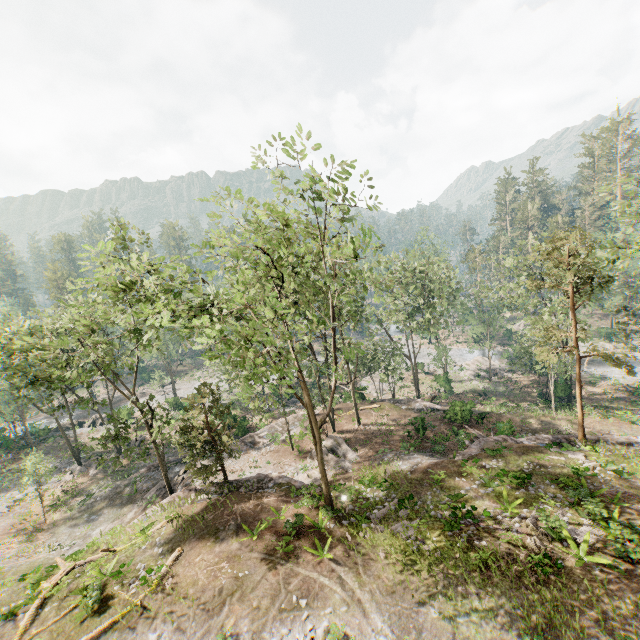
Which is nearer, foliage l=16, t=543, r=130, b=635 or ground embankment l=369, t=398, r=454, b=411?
foliage l=16, t=543, r=130, b=635

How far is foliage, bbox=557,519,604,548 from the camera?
13.7m

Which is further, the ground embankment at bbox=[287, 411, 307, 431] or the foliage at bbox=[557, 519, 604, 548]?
the ground embankment at bbox=[287, 411, 307, 431]

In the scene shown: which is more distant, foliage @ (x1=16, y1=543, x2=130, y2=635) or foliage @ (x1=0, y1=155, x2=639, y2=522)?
foliage @ (x1=16, y1=543, x2=130, y2=635)

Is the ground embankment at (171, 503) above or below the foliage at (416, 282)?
below

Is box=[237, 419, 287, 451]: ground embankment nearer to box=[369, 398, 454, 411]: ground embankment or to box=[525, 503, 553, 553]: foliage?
box=[525, 503, 553, 553]: foliage

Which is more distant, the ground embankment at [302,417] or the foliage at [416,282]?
the ground embankment at [302,417]

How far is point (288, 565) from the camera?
15.6 meters
